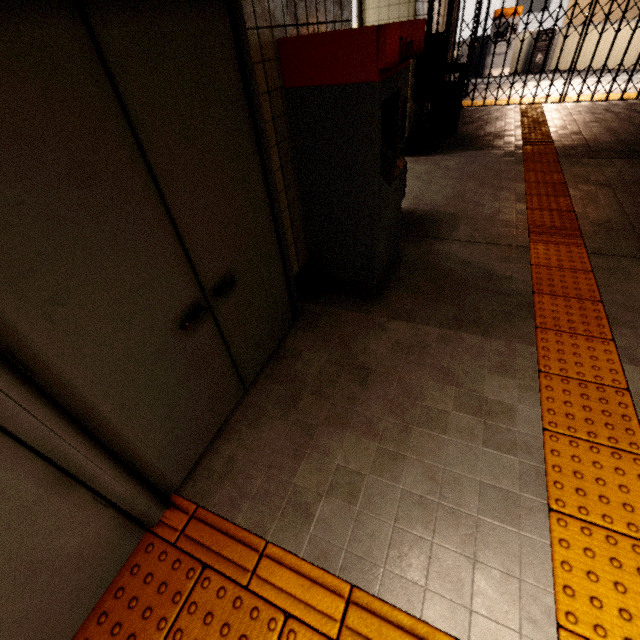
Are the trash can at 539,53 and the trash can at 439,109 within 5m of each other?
no

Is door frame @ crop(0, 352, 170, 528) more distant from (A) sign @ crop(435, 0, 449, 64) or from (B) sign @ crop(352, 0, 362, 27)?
(A) sign @ crop(435, 0, 449, 64)

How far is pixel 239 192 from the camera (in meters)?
1.86

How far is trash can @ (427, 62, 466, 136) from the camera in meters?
6.0

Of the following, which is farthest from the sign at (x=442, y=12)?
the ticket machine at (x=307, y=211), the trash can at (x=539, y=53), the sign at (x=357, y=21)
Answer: the trash can at (x=539, y=53)

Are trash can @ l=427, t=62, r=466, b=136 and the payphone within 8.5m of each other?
yes

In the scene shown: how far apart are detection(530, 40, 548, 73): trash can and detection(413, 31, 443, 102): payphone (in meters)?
9.49

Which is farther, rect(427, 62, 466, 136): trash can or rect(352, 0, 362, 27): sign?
rect(427, 62, 466, 136): trash can
